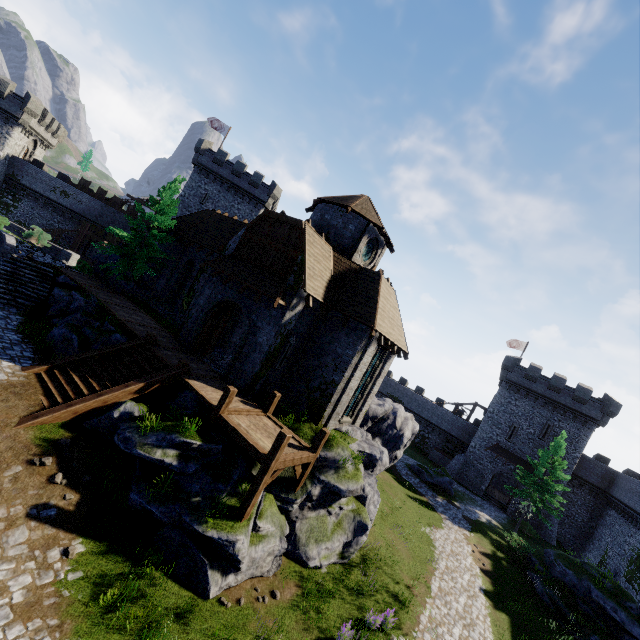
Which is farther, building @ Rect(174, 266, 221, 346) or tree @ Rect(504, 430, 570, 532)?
tree @ Rect(504, 430, 570, 532)

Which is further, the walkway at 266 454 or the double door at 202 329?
the double door at 202 329

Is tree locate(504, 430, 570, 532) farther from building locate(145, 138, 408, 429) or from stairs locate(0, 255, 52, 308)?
stairs locate(0, 255, 52, 308)

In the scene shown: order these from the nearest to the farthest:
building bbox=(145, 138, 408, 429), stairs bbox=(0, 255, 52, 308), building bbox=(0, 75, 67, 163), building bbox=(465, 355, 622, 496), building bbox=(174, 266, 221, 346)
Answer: building bbox=(145, 138, 408, 429) → stairs bbox=(0, 255, 52, 308) → building bbox=(174, 266, 221, 346) → building bbox=(0, 75, 67, 163) → building bbox=(465, 355, 622, 496)

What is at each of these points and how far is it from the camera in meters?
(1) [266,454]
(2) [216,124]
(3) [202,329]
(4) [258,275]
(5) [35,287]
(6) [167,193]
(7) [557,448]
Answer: (1) walkway, 11.0 m
(2) flag, 42.1 m
(3) double door, 17.8 m
(4) awning, 16.3 m
(5) stairs, 18.3 m
(6) tree, 23.1 m
(7) tree, 30.2 m

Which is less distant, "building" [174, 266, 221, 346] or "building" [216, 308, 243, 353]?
"building" [174, 266, 221, 346]

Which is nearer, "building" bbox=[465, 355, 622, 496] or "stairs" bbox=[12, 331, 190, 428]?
"stairs" bbox=[12, 331, 190, 428]

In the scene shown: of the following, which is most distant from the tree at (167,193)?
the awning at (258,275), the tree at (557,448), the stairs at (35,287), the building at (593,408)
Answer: the building at (593,408)
